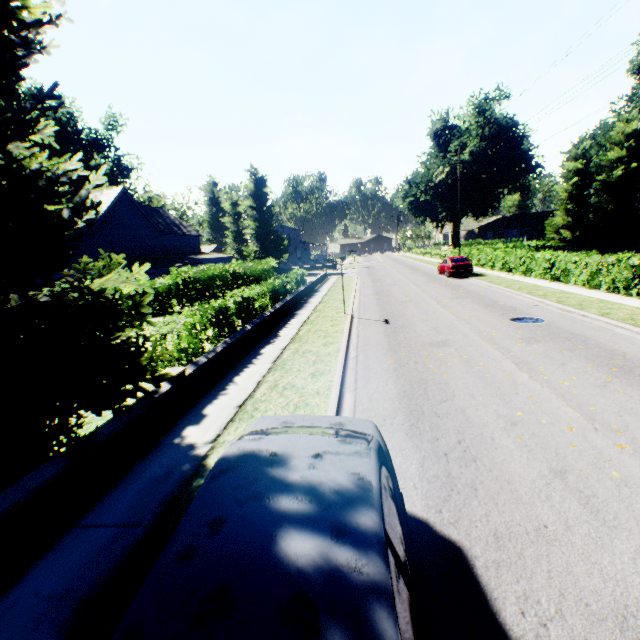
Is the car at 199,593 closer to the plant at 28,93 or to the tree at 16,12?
the tree at 16,12

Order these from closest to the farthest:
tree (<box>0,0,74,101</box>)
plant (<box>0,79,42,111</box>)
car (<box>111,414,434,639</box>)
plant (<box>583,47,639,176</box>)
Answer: car (<box>111,414,434,639</box>), tree (<box>0,0,74,101</box>), plant (<box>0,79,42,111</box>), plant (<box>583,47,639,176</box>)

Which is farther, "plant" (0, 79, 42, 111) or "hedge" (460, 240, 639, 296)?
"plant" (0, 79, 42, 111)

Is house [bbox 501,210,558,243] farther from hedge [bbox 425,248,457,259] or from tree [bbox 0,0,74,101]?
hedge [bbox 425,248,457,259]

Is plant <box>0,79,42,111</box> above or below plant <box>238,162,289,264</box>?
above

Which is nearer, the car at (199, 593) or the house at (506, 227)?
the car at (199, 593)

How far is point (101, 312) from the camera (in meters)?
4.46

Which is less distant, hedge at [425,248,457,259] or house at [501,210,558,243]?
hedge at [425,248,457,259]
